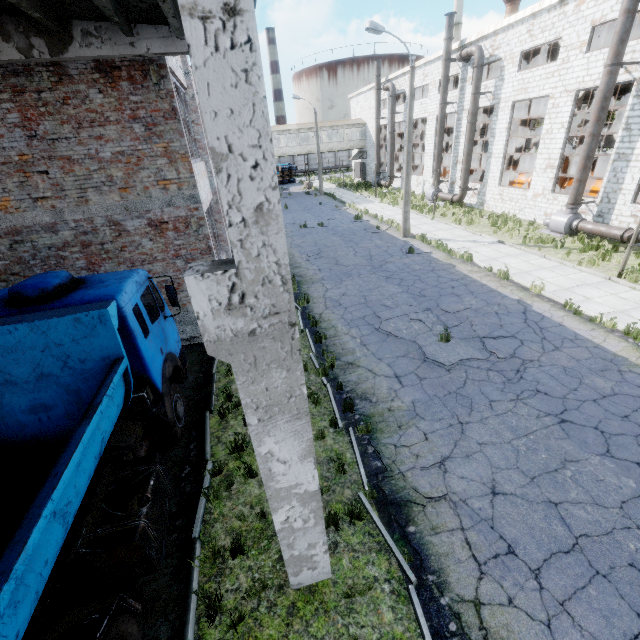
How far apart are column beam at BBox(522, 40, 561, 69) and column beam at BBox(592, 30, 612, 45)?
4.02m

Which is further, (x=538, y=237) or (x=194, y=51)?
(x=538, y=237)

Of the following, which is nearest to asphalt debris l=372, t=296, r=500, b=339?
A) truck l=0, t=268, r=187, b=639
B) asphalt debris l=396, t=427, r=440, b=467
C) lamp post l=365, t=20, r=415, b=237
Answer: asphalt debris l=396, t=427, r=440, b=467

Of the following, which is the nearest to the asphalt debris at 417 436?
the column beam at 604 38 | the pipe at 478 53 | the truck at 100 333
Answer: the truck at 100 333

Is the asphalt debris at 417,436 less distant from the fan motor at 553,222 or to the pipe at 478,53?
the fan motor at 553,222

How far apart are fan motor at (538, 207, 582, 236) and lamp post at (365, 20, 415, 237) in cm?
734

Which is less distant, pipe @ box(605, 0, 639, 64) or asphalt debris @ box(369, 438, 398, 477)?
asphalt debris @ box(369, 438, 398, 477)

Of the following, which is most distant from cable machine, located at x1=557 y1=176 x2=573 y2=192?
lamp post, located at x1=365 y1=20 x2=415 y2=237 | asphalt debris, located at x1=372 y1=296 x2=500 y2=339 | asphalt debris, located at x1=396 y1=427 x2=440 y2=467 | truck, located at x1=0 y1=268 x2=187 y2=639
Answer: truck, located at x1=0 y1=268 x2=187 y2=639
